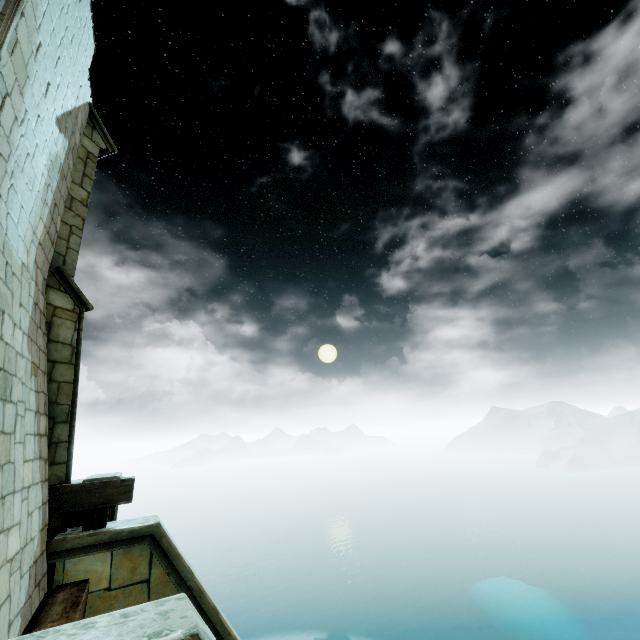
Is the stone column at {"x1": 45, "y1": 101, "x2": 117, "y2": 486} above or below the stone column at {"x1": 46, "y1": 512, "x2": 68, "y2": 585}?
above

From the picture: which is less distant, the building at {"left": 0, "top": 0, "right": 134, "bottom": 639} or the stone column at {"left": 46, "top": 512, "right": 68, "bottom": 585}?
the building at {"left": 0, "top": 0, "right": 134, "bottom": 639}

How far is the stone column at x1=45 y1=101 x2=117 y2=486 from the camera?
5.90m

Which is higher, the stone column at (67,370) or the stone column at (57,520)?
the stone column at (67,370)

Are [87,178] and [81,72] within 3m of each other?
yes

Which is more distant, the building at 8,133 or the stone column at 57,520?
the stone column at 57,520
